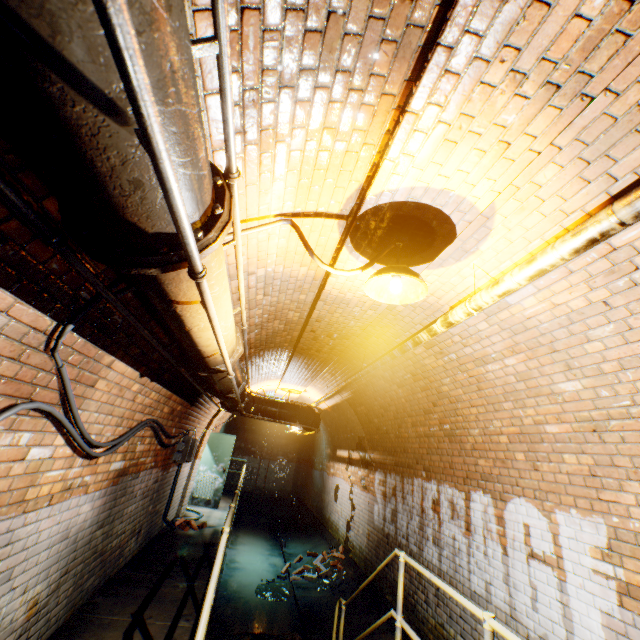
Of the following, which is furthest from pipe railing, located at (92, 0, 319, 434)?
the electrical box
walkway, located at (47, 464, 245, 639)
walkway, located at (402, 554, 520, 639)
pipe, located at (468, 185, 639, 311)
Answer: walkway, located at (402, 554, 520, 639)

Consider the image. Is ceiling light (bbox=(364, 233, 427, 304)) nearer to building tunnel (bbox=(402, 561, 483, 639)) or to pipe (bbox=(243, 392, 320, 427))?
building tunnel (bbox=(402, 561, 483, 639))

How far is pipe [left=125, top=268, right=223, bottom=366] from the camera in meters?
1.4 m

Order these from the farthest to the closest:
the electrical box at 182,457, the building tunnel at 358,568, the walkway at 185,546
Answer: the electrical box at 182,457
the walkway at 185,546
the building tunnel at 358,568

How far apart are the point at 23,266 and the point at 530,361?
3.9m

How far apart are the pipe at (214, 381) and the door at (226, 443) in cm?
635

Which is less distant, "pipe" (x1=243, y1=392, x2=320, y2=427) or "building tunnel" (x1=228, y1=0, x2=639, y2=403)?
"building tunnel" (x1=228, y1=0, x2=639, y2=403)

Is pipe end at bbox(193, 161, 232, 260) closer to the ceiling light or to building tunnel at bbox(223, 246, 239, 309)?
building tunnel at bbox(223, 246, 239, 309)
